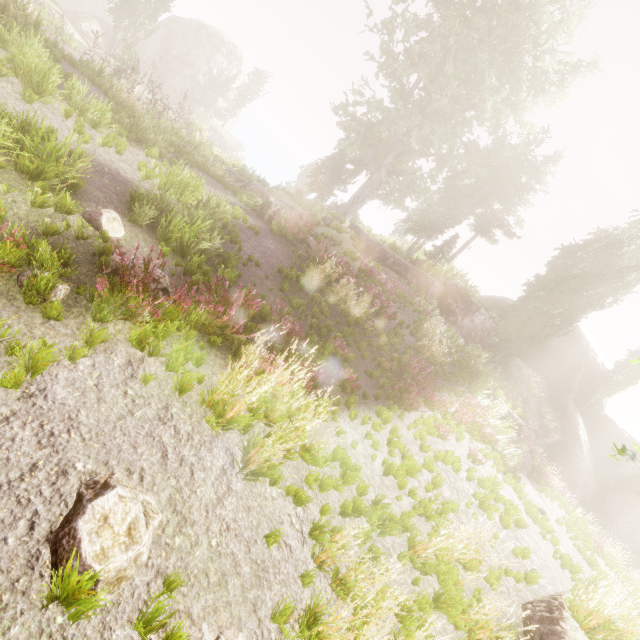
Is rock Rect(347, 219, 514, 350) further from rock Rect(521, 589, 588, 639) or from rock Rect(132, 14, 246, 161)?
rock Rect(132, 14, 246, 161)

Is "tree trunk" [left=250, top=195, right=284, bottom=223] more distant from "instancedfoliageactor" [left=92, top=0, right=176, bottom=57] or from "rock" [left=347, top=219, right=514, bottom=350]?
"instancedfoliageactor" [left=92, top=0, right=176, bottom=57]

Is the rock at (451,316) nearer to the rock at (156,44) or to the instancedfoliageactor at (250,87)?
the instancedfoliageactor at (250,87)

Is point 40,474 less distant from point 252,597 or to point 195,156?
point 252,597

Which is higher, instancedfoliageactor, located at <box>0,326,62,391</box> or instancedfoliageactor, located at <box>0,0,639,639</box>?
instancedfoliageactor, located at <box>0,0,639,639</box>

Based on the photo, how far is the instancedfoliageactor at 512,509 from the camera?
8.14m

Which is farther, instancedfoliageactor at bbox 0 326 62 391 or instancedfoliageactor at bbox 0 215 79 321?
instancedfoliageactor at bbox 0 215 79 321

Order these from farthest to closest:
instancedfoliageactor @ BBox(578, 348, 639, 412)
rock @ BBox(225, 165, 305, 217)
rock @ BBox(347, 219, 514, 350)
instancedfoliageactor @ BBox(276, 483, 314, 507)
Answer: instancedfoliageactor @ BBox(578, 348, 639, 412)
rock @ BBox(347, 219, 514, 350)
rock @ BBox(225, 165, 305, 217)
instancedfoliageactor @ BBox(276, 483, 314, 507)
